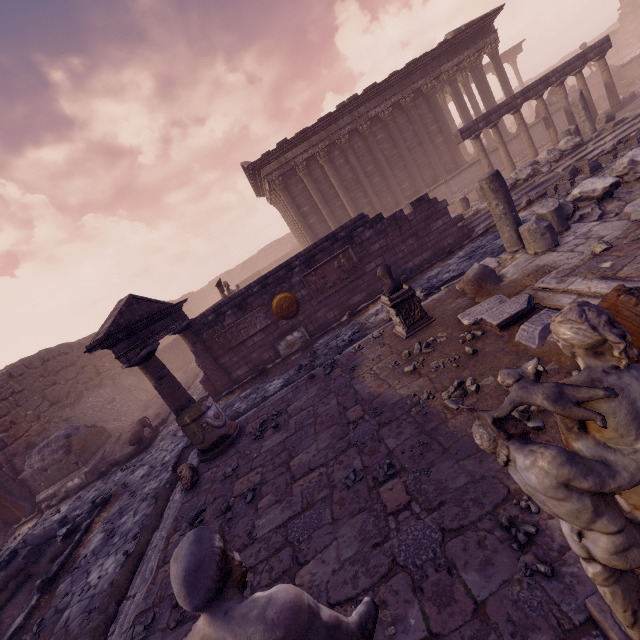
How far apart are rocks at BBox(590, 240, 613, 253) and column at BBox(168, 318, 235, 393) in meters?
10.1 m

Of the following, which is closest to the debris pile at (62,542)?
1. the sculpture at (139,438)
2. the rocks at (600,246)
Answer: the sculpture at (139,438)

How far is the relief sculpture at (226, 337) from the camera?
10.9m

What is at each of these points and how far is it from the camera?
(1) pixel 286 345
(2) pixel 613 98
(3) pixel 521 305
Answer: (1) building debris, 11.1m
(2) column, 14.5m
(3) debris pile, 4.6m

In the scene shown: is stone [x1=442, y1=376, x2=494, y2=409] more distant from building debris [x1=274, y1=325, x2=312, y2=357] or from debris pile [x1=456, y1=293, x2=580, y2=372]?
building debris [x1=274, y1=325, x2=312, y2=357]

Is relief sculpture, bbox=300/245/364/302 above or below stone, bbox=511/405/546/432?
above

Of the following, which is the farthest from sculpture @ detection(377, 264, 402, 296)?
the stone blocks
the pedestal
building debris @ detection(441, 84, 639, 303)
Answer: the stone blocks

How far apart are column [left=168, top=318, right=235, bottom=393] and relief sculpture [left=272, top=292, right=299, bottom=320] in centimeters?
252cm
